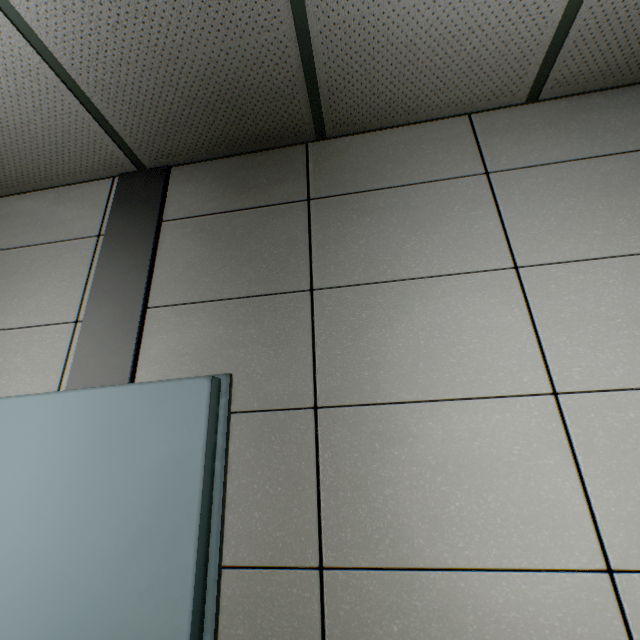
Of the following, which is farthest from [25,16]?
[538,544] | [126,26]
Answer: [538,544]
